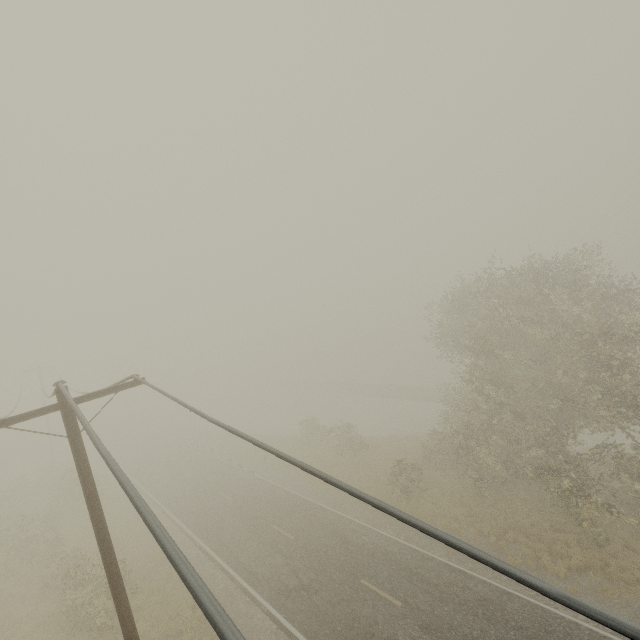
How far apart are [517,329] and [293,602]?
17.5m
